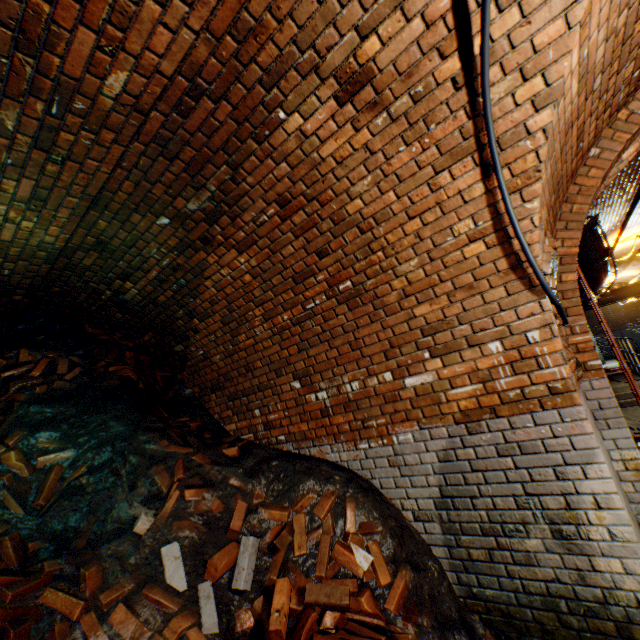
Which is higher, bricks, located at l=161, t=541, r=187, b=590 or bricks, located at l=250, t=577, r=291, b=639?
bricks, located at l=161, t=541, r=187, b=590

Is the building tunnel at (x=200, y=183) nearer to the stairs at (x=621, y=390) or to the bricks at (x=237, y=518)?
the stairs at (x=621, y=390)

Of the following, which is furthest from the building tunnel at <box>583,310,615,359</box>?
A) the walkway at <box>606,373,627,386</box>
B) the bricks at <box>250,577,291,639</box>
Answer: the bricks at <box>250,577,291,639</box>

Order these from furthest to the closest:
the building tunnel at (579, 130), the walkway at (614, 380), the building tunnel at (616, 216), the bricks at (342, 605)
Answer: the walkway at (614, 380) → the building tunnel at (616, 216) → the bricks at (342, 605) → the building tunnel at (579, 130)

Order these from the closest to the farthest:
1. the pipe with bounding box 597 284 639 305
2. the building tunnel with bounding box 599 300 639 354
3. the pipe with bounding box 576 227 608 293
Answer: the pipe with bounding box 576 227 608 293, the pipe with bounding box 597 284 639 305, the building tunnel with bounding box 599 300 639 354

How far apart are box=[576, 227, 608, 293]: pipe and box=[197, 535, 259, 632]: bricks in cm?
681

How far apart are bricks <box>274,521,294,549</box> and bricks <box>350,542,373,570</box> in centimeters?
50cm

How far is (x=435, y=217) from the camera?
2.4 meters
